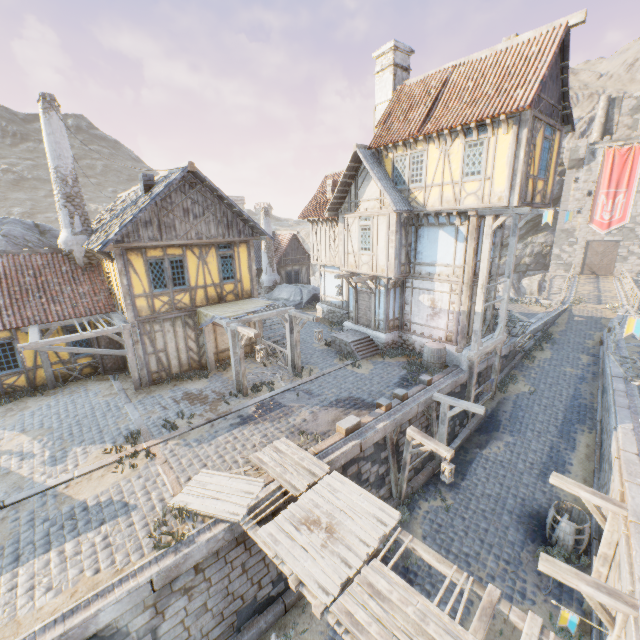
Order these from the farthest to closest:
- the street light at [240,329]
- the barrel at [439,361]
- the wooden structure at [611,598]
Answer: the barrel at [439,361]
the street light at [240,329]
the wooden structure at [611,598]

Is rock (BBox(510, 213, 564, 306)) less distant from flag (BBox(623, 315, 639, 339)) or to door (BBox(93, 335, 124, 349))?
door (BBox(93, 335, 124, 349))

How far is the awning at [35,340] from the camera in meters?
11.4

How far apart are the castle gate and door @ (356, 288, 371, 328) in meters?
35.5

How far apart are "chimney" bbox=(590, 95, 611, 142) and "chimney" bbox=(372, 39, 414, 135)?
36.30m

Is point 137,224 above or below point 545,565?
above

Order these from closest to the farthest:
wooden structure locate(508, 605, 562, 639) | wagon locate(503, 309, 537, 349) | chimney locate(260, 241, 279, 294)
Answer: wooden structure locate(508, 605, 562, 639) → wagon locate(503, 309, 537, 349) → chimney locate(260, 241, 279, 294)

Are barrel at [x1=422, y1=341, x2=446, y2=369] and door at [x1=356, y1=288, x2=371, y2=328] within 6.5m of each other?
yes
